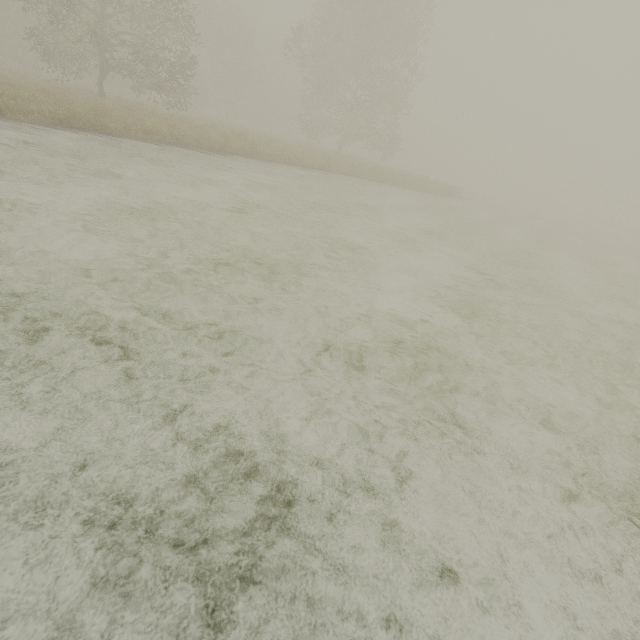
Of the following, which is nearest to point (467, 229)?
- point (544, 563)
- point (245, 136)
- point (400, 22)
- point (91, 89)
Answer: point (544, 563)
